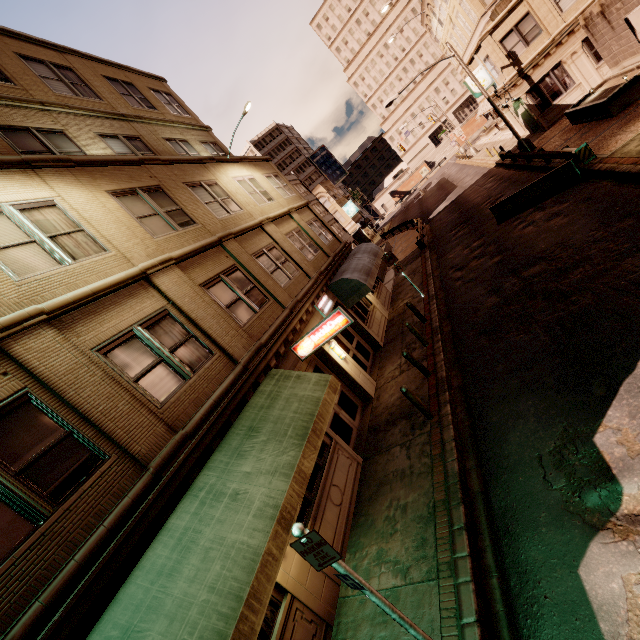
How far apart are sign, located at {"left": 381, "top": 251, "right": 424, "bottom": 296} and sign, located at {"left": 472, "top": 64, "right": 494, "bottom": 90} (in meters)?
20.79

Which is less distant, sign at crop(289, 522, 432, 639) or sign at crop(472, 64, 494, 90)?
sign at crop(289, 522, 432, 639)

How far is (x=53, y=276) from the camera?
6.5 meters

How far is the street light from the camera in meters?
21.4 m

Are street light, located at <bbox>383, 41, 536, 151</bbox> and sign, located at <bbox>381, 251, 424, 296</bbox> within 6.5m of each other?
no

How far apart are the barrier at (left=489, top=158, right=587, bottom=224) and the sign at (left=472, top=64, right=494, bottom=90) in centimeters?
1636cm

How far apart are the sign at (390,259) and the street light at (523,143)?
14.2m

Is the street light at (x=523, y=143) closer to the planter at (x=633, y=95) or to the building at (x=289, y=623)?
the planter at (x=633, y=95)
